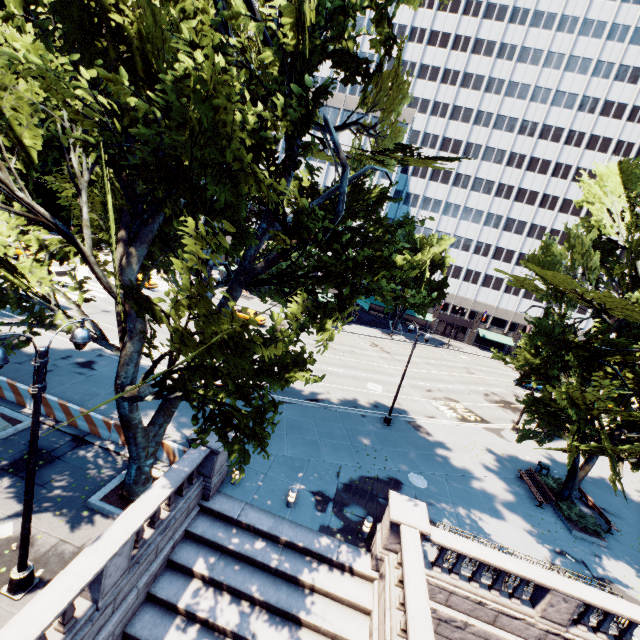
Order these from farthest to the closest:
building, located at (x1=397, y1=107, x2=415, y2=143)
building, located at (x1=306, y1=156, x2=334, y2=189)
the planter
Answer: building, located at (x1=306, y1=156, x2=334, y2=189)
building, located at (x1=397, y1=107, x2=415, y2=143)
the planter

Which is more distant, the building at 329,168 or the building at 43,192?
the building at 43,192

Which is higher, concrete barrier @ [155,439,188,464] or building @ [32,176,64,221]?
building @ [32,176,64,221]

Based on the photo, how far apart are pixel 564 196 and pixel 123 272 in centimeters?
7312cm

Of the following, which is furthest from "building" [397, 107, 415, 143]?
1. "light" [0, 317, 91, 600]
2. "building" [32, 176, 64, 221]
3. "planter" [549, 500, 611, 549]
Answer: "light" [0, 317, 91, 600]

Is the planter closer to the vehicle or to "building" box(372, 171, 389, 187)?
"building" box(372, 171, 389, 187)

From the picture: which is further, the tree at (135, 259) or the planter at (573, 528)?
the planter at (573, 528)

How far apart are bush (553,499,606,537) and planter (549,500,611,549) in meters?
0.1
